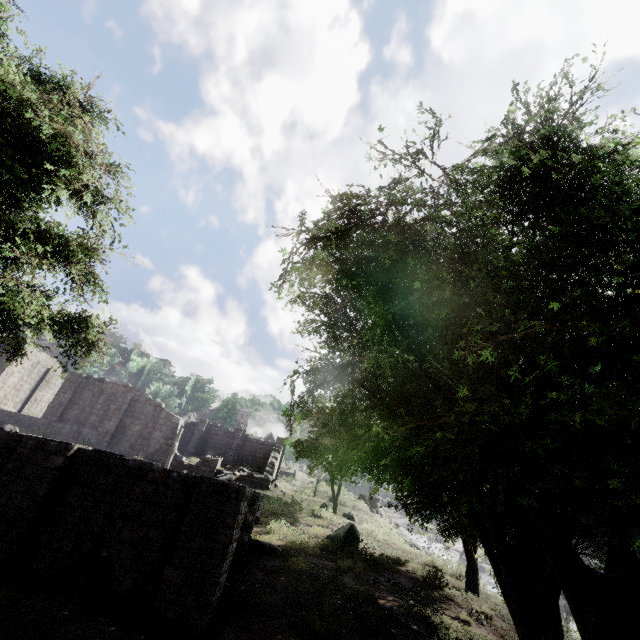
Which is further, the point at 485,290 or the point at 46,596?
the point at 46,596

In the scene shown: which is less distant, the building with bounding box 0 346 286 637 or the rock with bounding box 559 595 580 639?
the building with bounding box 0 346 286 637

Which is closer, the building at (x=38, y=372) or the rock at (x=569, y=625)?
the building at (x=38, y=372)
